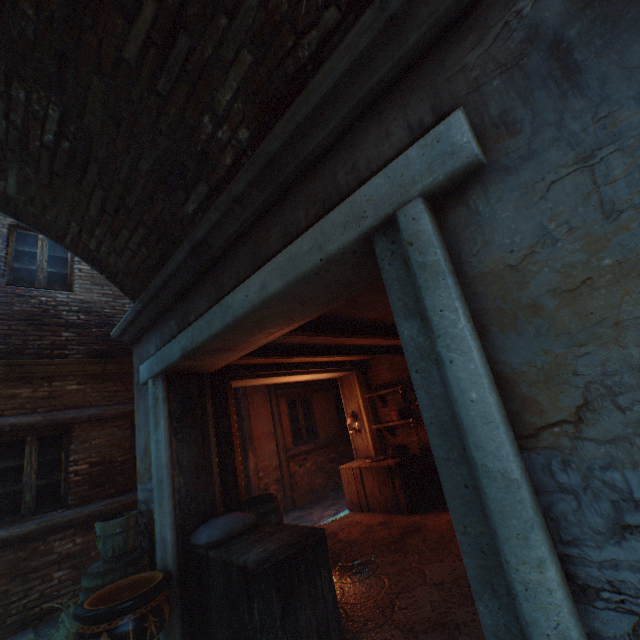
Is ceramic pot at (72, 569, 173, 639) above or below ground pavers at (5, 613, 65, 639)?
above

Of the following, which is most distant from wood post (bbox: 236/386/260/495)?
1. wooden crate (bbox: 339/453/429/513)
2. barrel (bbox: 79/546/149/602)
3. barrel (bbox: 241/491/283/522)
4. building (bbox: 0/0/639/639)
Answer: barrel (bbox: 79/546/149/602)

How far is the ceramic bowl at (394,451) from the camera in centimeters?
636cm

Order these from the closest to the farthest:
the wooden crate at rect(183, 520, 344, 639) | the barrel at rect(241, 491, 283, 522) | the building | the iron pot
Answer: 1. the building
2. the wooden crate at rect(183, 520, 344, 639)
3. the barrel at rect(241, 491, 283, 522)
4. the iron pot

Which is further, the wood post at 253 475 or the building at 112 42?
the wood post at 253 475

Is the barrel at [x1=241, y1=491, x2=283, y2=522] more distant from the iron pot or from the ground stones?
the iron pot

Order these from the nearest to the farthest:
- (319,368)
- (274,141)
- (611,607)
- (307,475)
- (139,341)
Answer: (611,607), (274,141), (139,341), (319,368), (307,475)

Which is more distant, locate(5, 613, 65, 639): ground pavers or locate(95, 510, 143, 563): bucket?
locate(5, 613, 65, 639): ground pavers
